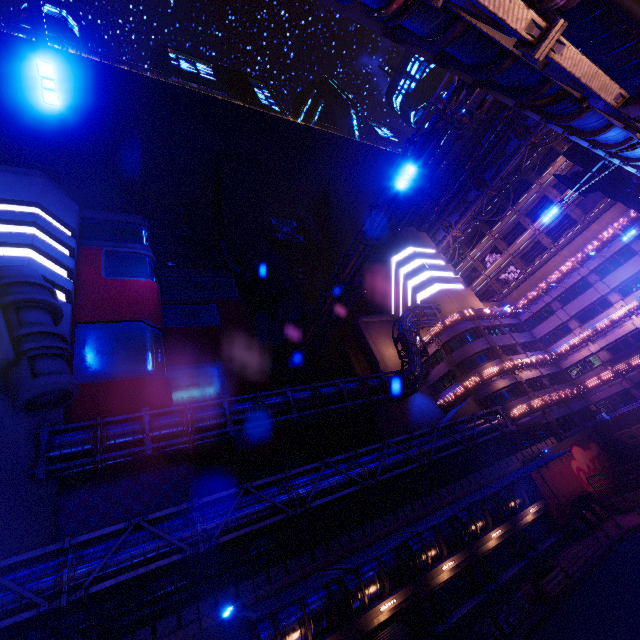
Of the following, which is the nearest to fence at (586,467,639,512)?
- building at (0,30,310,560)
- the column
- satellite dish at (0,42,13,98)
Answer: the column

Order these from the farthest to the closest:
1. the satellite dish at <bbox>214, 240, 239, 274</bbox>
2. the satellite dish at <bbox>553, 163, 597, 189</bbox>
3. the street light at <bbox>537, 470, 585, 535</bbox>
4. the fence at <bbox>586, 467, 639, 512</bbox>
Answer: the satellite dish at <bbox>214, 240, 239, 274</bbox> → the satellite dish at <bbox>553, 163, 597, 189</bbox> → the fence at <bbox>586, 467, 639, 512</bbox> → the street light at <bbox>537, 470, 585, 535</bbox>

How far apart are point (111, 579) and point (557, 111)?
22.3m

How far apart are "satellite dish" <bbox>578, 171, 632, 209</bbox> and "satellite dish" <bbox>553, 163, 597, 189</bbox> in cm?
19

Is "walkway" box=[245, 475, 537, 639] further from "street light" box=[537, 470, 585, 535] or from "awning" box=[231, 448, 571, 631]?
"street light" box=[537, 470, 585, 535]

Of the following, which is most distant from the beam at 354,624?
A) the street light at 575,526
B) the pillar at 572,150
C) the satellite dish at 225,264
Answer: the satellite dish at 225,264

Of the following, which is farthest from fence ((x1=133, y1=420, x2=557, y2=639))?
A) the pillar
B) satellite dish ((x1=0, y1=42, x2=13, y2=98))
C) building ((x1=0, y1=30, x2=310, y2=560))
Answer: satellite dish ((x1=0, y1=42, x2=13, y2=98))

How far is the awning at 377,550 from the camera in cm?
1271
